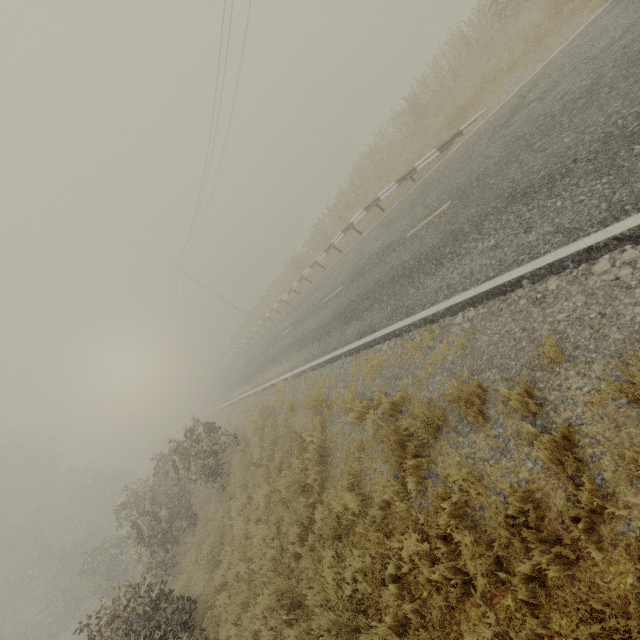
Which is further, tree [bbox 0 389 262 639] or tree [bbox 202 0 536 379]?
tree [bbox 202 0 536 379]

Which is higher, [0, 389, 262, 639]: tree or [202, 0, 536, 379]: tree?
[0, 389, 262, 639]: tree

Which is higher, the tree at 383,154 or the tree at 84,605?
the tree at 84,605

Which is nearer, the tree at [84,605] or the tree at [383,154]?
the tree at [84,605]

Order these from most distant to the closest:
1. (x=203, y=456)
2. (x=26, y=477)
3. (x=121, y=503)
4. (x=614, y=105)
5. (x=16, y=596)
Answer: (x=26, y=477) → (x=16, y=596) → (x=121, y=503) → (x=203, y=456) → (x=614, y=105)
